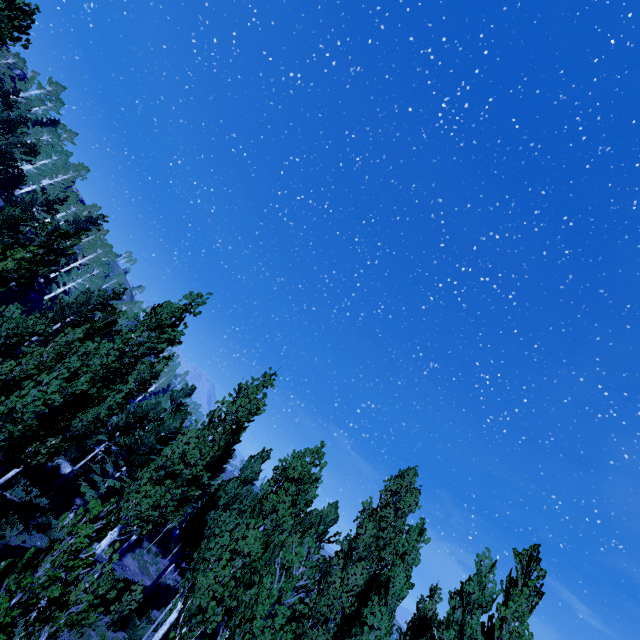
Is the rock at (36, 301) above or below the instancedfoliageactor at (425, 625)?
below

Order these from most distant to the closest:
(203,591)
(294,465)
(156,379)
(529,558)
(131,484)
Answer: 1. (156,379)
2. (131,484)
3. (294,465)
4. (529,558)
5. (203,591)

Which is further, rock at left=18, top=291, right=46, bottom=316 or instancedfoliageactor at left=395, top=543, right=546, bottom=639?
rock at left=18, top=291, right=46, bottom=316

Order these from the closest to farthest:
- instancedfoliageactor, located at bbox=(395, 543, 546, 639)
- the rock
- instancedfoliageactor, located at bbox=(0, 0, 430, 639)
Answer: instancedfoliageactor, located at bbox=(0, 0, 430, 639), instancedfoliageactor, located at bbox=(395, 543, 546, 639), the rock

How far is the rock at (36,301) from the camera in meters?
31.6

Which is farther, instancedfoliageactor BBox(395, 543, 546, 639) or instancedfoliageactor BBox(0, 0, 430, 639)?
instancedfoliageactor BBox(395, 543, 546, 639)

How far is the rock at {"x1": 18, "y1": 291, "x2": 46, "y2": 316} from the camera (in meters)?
31.58
